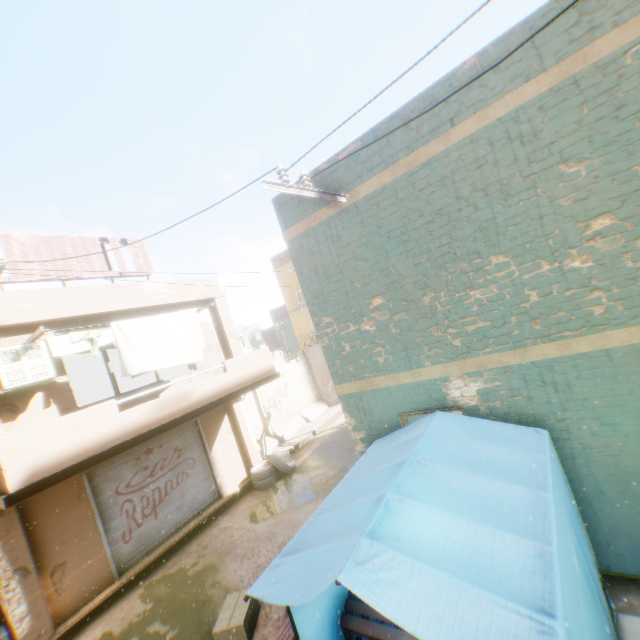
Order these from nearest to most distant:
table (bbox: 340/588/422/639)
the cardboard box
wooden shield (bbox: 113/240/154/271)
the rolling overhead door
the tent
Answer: the tent → table (bbox: 340/588/422/639) → the cardboard box → the rolling overhead door → wooden shield (bbox: 113/240/154/271)

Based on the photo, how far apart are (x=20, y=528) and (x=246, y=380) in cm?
567

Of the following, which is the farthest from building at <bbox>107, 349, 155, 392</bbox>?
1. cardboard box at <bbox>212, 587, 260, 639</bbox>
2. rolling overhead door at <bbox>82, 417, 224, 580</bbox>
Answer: cardboard box at <bbox>212, 587, 260, 639</bbox>

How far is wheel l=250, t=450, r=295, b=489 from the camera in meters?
10.8

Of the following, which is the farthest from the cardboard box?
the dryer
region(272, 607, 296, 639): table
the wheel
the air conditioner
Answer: the air conditioner

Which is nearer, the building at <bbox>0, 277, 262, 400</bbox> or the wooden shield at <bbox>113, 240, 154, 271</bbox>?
the building at <bbox>0, 277, 262, 400</bbox>

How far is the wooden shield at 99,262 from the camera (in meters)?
7.37

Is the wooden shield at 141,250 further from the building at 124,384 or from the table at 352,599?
the table at 352,599
